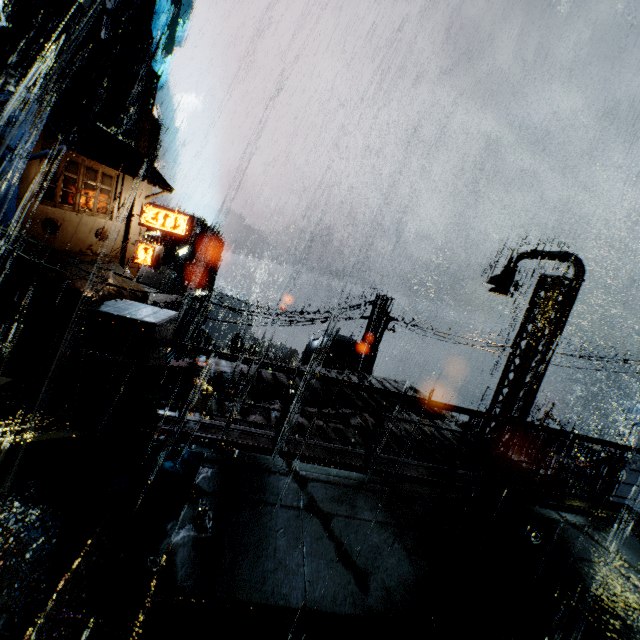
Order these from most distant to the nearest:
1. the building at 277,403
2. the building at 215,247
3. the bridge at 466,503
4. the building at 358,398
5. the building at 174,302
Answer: the building at 215,247 → the building at 174,302 → the building at 358,398 → the building at 277,403 → the bridge at 466,503

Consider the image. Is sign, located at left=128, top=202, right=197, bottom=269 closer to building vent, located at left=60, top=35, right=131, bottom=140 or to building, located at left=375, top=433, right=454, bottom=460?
building, located at left=375, top=433, right=454, bottom=460

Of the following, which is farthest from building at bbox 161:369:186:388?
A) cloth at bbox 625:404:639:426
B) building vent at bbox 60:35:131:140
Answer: cloth at bbox 625:404:639:426

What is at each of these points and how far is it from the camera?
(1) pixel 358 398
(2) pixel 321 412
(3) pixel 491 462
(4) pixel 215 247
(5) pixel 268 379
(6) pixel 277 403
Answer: (1) building, 10.37m
(2) building, 8.47m
(3) building, 8.27m
(4) building, 56.59m
(5) building, 9.72m
(6) building, 8.02m

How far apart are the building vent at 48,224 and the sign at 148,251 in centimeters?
496cm

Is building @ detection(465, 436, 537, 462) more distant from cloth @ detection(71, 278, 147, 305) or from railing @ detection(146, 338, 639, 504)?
railing @ detection(146, 338, 639, 504)

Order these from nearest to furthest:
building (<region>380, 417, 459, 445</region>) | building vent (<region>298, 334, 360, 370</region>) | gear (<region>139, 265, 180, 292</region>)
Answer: building (<region>380, 417, 459, 445</region>), building vent (<region>298, 334, 360, 370</region>), gear (<region>139, 265, 180, 292</region>)

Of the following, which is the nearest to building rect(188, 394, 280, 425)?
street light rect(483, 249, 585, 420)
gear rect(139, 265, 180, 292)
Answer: street light rect(483, 249, 585, 420)
